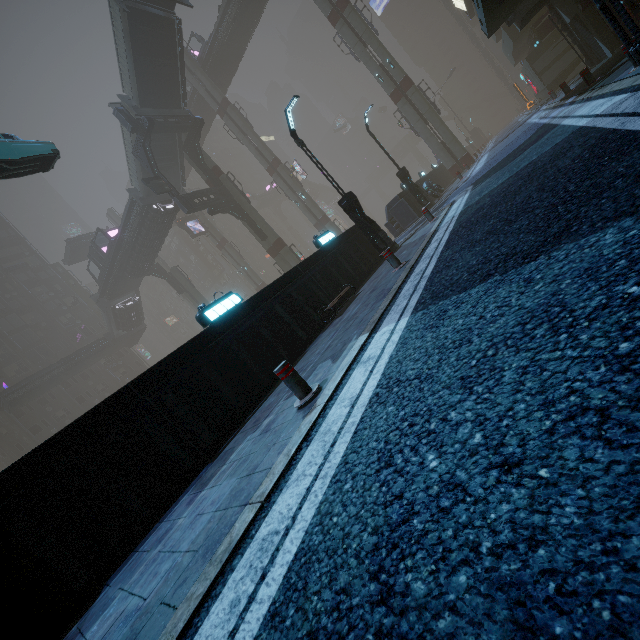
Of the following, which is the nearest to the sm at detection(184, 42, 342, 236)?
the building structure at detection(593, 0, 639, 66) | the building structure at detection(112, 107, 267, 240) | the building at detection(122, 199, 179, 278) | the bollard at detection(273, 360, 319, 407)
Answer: the building structure at detection(112, 107, 267, 240)

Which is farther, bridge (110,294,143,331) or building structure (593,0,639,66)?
bridge (110,294,143,331)

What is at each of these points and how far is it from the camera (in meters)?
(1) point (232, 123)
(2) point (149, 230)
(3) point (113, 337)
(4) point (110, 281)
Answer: (1) sm, 39.03
(2) building, 31.94
(3) stairs, 44.97
(4) bridge, 37.75

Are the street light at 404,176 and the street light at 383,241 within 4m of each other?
no

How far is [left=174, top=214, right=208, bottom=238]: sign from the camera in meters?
45.6 m

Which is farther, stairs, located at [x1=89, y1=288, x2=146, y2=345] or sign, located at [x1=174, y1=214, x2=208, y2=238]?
sign, located at [x1=174, y1=214, x2=208, y2=238]

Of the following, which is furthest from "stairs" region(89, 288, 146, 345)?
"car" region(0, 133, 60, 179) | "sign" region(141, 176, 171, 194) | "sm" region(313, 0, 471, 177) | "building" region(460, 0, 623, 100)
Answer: "sm" region(313, 0, 471, 177)

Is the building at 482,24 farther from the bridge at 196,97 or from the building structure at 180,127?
the building structure at 180,127
